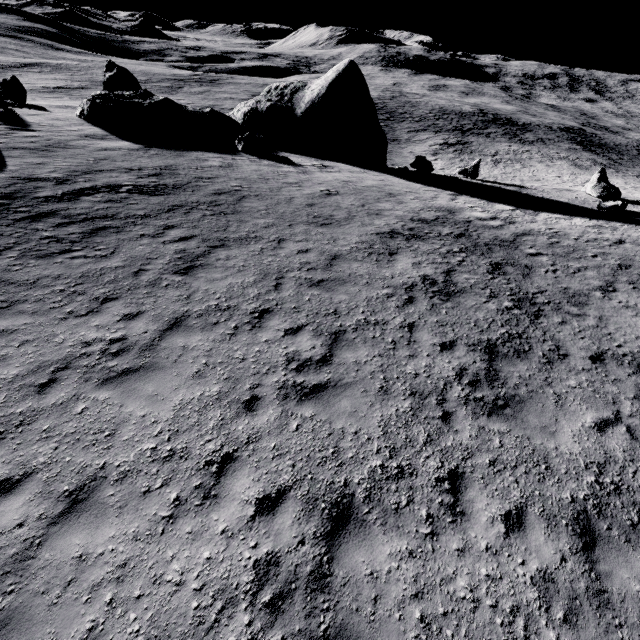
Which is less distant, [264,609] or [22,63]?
[264,609]

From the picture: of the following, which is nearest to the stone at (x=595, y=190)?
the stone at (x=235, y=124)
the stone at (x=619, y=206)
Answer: the stone at (x=619, y=206)

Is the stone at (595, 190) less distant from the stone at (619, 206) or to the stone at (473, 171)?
the stone at (619, 206)

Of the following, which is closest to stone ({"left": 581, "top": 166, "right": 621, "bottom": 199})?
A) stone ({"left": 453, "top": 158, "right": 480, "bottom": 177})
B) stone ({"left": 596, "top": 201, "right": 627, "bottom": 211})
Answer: stone ({"left": 596, "top": 201, "right": 627, "bottom": 211})

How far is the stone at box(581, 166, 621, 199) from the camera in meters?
22.9 m

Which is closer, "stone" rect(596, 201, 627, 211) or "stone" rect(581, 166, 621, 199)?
"stone" rect(596, 201, 627, 211)

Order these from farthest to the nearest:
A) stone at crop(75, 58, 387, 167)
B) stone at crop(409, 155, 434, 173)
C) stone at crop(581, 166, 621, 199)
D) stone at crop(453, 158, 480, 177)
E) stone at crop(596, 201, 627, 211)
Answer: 1. stone at crop(453, 158, 480, 177)
2. stone at crop(409, 155, 434, 173)
3. stone at crop(581, 166, 621, 199)
4. stone at crop(75, 58, 387, 167)
5. stone at crop(596, 201, 627, 211)

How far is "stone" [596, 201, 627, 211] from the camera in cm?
1912
